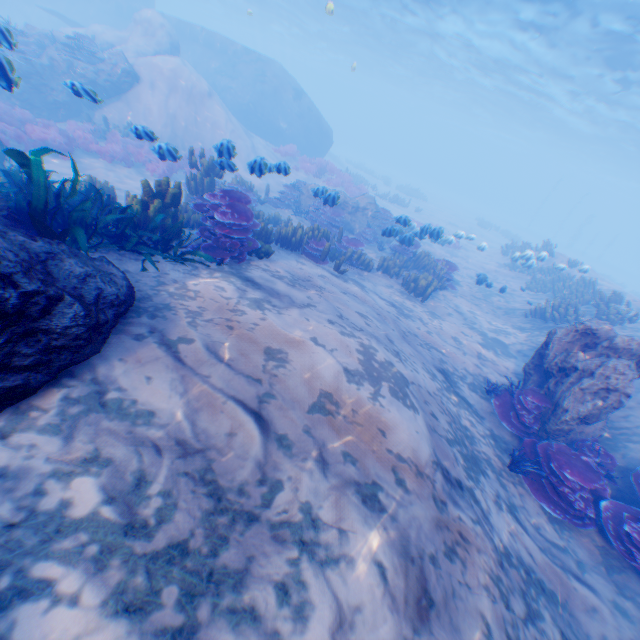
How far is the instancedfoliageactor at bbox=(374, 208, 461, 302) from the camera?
11.5 meters

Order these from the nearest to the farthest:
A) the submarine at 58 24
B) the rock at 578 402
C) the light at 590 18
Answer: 1. the rock at 578 402
2. the light at 590 18
3. the submarine at 58 24

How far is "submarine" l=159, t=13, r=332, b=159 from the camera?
25.2 meters

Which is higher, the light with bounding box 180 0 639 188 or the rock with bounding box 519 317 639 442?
the light with bounding box 180 0 639 188

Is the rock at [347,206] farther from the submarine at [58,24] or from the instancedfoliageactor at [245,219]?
the submarine at [58,24]

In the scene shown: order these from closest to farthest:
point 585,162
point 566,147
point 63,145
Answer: point 63,145 < point 566,147 < point 585,162

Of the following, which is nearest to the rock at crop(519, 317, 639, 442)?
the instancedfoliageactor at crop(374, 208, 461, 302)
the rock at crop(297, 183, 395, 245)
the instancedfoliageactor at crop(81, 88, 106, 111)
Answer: the instancedfoliageactor at crop(81, 88, 106, 111)

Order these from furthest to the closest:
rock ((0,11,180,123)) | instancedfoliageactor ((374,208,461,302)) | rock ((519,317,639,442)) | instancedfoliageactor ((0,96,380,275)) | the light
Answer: the light → rock ((0,11,180,123)) → instancedfoliageactor ((374,208,461,302)) → rock ((519,317,639,442)) → instancedfoliageactor ((0,96,380,275))
